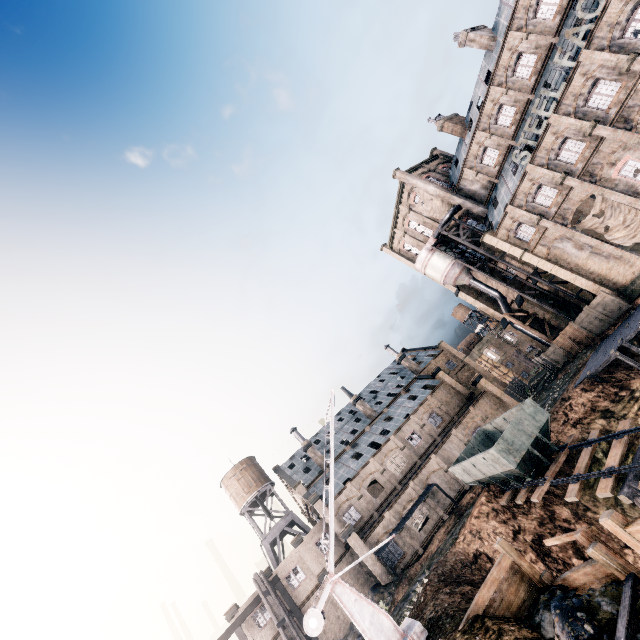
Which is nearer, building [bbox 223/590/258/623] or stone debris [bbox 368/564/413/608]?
stone debris [bbox 368/564/413/608]

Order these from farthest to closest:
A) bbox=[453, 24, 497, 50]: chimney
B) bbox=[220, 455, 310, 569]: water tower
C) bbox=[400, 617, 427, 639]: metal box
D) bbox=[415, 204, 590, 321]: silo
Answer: bbox=[220, 455, 310, 569]: water tower
bbox=[415, 204, 590, 321]: silo
bbox=[453, 24, 497, 50]: chimney
bbox=[400, 617, 427, 639]: metal box

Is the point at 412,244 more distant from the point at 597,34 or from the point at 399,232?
the point at 597,34

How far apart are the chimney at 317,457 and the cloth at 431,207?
39.5m

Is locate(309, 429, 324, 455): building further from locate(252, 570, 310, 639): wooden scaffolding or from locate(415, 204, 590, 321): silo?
locate(415, 204, 590, 321): silo

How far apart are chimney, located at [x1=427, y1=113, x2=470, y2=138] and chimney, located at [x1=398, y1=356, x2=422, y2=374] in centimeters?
3507cm

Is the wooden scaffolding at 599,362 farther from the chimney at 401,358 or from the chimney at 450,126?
the chimney at 401,358

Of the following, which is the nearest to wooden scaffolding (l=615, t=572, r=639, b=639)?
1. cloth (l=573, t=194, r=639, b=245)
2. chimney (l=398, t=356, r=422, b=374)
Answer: cloth (l=573, t=194, r=639, b=245)
